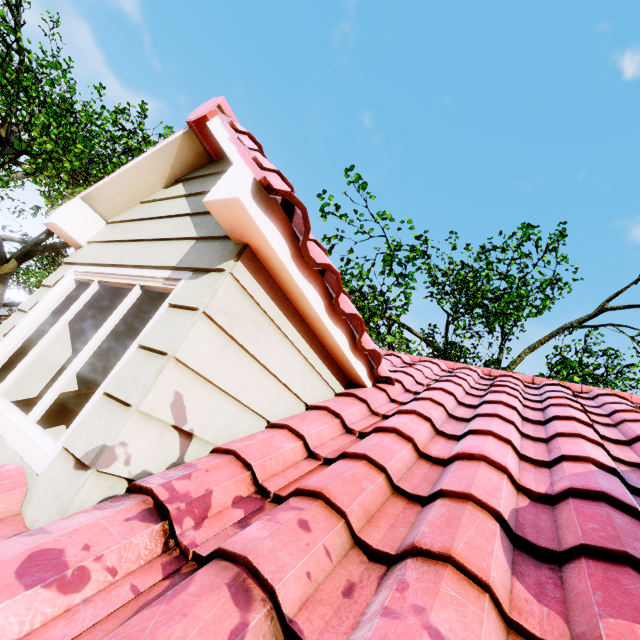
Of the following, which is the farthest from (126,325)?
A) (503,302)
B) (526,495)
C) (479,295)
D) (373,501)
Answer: (503,302)

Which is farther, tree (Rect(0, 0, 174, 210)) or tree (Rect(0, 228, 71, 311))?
tree (Rect(0, 228, 71, 311))

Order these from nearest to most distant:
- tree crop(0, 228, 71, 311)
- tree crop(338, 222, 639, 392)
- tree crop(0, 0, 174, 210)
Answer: tree crop(0, 0, 174, 210) → tree crop(0, 228, 71, 311) → tree crop(338, 222, 639, 392)

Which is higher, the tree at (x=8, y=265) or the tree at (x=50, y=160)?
the tree at (x=50, y=160)

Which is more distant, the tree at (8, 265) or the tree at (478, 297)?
the tree at (478, 297)

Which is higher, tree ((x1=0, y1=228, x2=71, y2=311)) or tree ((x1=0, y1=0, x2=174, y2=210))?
tree ((x1=0, y1=0, x2=174, y2=210))
